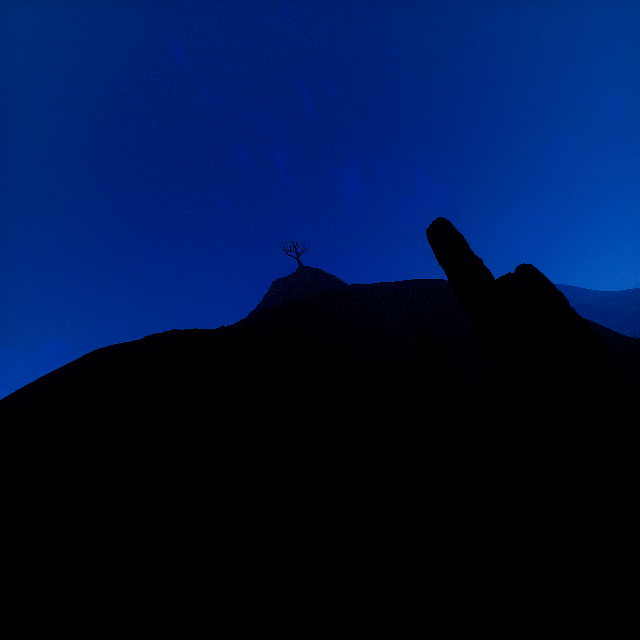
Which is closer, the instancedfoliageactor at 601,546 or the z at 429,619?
the instancedfoliageactor at 601,546

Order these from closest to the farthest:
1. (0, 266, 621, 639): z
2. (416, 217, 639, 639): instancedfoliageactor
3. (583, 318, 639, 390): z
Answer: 1. (416, 217, 639, 639): instancedfoliageactor
2. (0, 266, 621, 639): z
3. (583, 318, 639, 390): z

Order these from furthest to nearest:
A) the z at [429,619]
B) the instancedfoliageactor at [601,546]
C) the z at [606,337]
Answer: the z at [606,337] < the z at [429,619] < the instancedfoliageactor at [601,546]

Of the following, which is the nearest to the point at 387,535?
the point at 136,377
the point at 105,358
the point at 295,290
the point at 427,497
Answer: the point at 427,497

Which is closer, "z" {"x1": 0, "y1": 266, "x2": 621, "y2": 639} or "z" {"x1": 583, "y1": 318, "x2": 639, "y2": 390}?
"z" {"x1": 0, "y1": 266, "x2": 621, "y2": 639}

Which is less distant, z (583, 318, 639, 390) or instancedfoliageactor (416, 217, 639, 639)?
instancedfoliageactor (416, 217, 639, 639)
